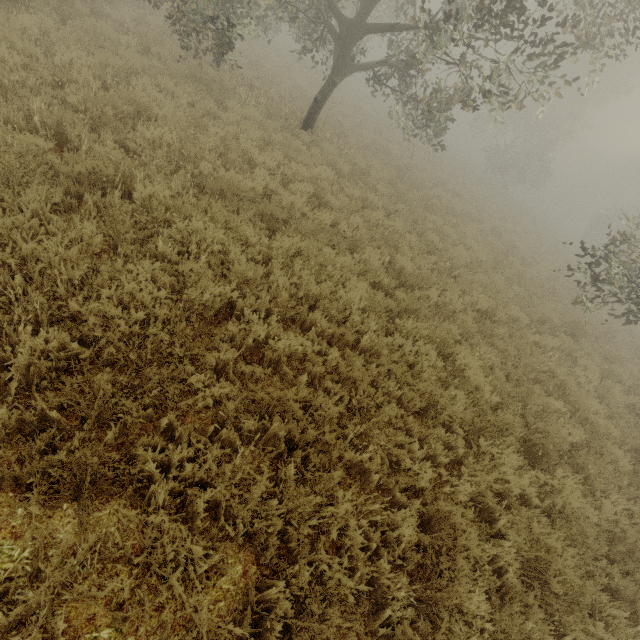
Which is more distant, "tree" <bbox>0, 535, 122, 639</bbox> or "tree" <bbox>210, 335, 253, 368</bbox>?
"tree" <bbox>210, 335, 253, 368</bbox>

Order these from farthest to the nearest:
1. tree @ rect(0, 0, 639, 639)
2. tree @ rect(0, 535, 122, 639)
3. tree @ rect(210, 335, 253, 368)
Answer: tree @ rect(210, 335, 253, 368) < tree @ rect(0, 0, 639, 639) < tree @ rect(0, 535, 122, 639)

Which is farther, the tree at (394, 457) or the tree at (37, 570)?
the tree at (394, 457)

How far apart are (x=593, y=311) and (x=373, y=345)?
8.1m

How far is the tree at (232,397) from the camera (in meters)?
Result: 3.12

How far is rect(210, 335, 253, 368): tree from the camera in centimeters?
358cm
